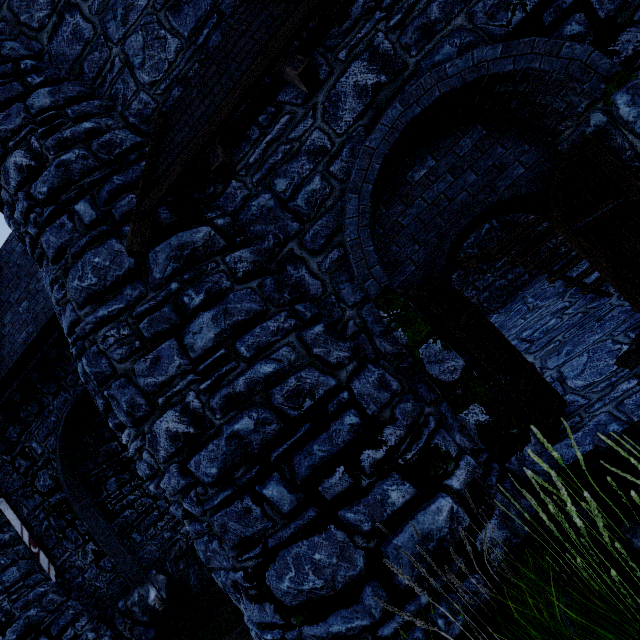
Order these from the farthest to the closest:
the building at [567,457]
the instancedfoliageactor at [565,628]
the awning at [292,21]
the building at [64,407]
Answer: the building at [64,407] < the building at [567,457] < the awning at [292,21] < the instancedfoliageactor at [565,628]

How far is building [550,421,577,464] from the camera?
3.73m

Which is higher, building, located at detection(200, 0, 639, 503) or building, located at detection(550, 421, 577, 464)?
building, located at detection(200, 0, 639, 503)

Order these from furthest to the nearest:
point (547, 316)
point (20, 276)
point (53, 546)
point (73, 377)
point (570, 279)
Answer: point (53, 546) < point (73, 377) < point (20, 276) < point (547, 316) < point (570, 279)

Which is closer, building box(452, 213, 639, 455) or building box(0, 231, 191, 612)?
building box(452, 213, 639, 455)

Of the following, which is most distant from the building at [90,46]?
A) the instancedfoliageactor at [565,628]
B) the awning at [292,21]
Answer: the instancedfoliageactor at [565,628]

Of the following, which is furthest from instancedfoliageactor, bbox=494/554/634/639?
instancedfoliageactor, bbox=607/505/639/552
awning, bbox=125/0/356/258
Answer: awning, bbox=125/0/356/258
